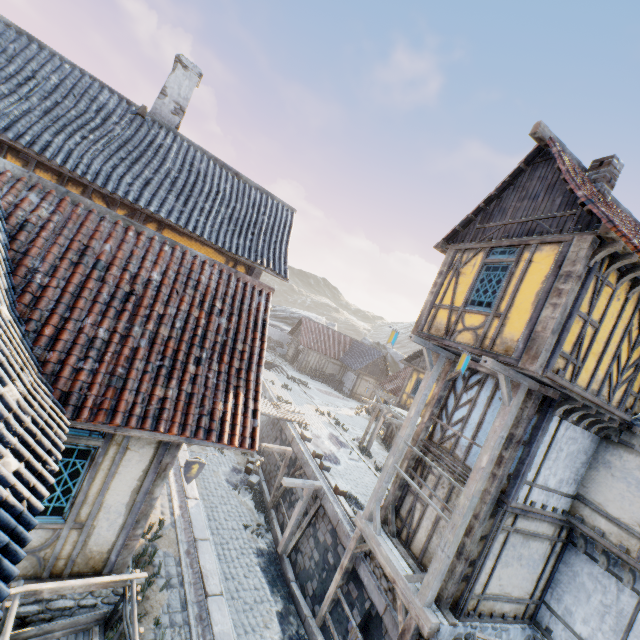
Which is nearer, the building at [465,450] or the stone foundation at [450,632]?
the stone foundation at [450,632]

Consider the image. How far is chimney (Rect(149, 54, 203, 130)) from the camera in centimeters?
1074cm

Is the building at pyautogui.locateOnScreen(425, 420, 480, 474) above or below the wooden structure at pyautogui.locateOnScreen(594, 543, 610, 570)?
above

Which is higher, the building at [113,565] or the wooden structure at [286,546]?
the building at [113,565]

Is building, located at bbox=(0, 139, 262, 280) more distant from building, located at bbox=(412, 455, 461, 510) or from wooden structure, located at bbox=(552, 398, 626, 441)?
wooden structure, located at bbox=(552, 398, 626, 441)

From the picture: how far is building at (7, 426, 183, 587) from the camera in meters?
5.0

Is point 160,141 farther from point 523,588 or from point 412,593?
point 523,588

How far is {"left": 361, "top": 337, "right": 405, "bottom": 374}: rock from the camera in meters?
52.6 m
